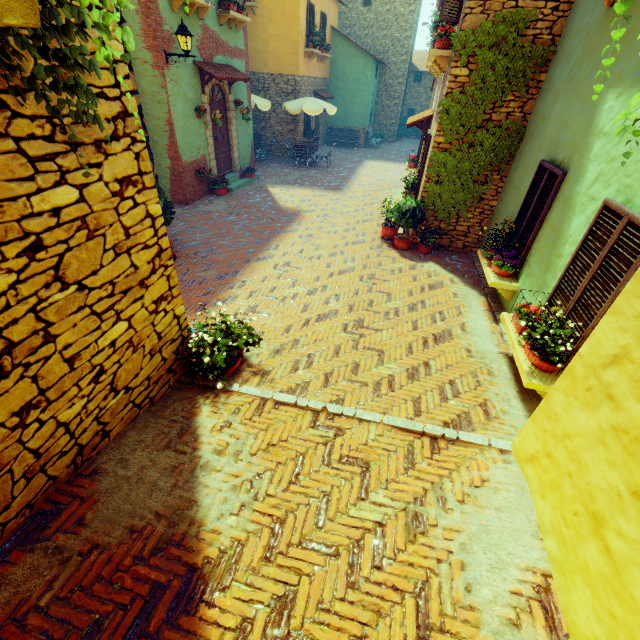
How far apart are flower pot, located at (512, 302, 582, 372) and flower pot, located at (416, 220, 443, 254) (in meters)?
4.54

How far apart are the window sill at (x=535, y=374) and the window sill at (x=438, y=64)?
6.1 meters

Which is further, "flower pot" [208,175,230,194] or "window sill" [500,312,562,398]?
"flower pot" [208,175,230,194]

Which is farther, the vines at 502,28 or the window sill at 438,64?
the window sill at 438,64

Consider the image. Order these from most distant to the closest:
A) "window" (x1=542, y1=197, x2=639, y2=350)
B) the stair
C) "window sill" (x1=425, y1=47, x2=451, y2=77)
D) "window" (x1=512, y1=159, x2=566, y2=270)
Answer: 1. the stair
2. "window sill" (x1=425, y1=47, x2=451, y2=77)
3. "window" (x1=512, y1=159, x2=566, y2=270)
4. "window" (x1=542, y1=197, x2=639, y2=350)

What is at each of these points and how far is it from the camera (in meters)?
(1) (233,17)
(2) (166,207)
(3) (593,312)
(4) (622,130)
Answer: (1) window sill, 10.30
(2) potted tree, 6.50
(3) window, 3.64
(4) vines, 1.37

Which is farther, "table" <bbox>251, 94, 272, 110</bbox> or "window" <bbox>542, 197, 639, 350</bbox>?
"table" <bbox>251, 94, 272, 110</bbox>

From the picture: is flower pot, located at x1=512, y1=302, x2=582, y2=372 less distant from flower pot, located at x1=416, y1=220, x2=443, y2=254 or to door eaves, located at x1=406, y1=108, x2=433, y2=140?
flower pot, located at x1=416, y1=220, x2=443, y2=254
